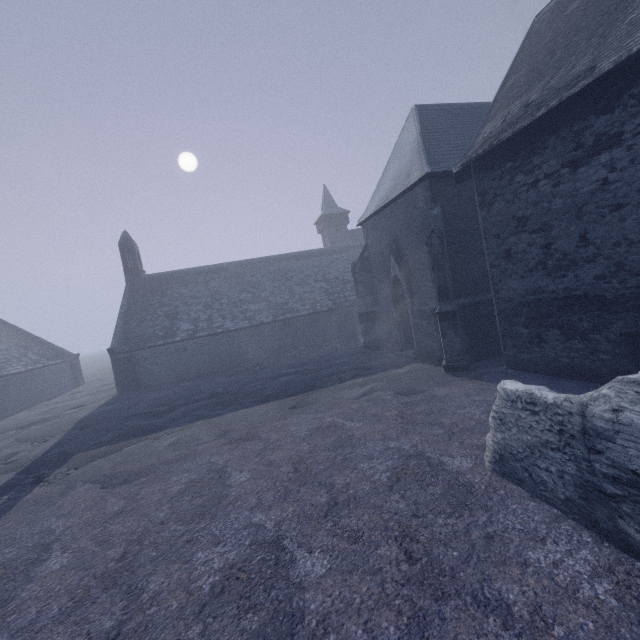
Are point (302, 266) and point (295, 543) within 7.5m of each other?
no

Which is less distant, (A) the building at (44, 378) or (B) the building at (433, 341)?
(B) the building at (433, 341)

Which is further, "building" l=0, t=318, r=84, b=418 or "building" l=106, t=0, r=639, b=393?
"building" l=0, t=318, r=84, b=418
